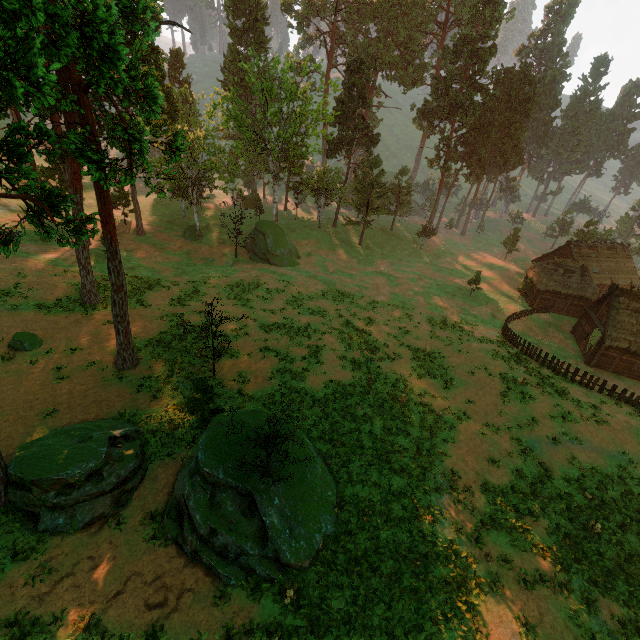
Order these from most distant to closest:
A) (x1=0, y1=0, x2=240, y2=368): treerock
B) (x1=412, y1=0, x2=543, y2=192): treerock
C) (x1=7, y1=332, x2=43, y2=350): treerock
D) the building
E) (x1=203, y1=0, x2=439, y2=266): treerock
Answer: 1. (x1=412, y1=0, x2=543, y2=192): treerock
2. (x1=203, y1=0, x2=439, y2=266): treerock
3. the building
4. (x1=7, y1=332, x2=43, y2=350): treerock
5. (x1=0, y1=0, x2=240, y2=368): treerock

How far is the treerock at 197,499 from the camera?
13.0m

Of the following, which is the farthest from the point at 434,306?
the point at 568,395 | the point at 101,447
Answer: the point at 101,447

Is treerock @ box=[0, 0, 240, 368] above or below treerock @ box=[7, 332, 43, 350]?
above

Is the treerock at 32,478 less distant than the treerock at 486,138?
Yes

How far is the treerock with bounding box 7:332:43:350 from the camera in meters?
21.4
